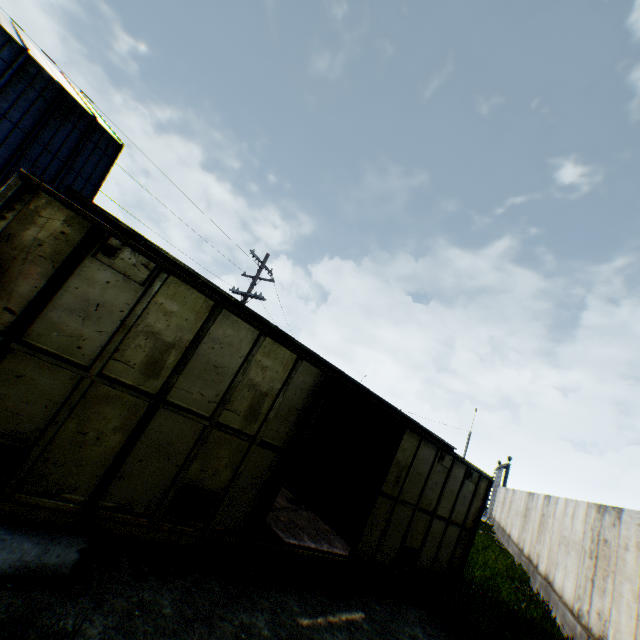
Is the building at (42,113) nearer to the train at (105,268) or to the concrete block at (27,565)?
the train at (105,268)

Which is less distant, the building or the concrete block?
the concrete block

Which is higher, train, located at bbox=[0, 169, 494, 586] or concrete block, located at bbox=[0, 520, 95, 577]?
train, located at bbox=[0, 169, 494, 586]

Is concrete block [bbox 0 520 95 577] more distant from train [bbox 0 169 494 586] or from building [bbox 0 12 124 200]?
building [bbox 0 12 124 200]

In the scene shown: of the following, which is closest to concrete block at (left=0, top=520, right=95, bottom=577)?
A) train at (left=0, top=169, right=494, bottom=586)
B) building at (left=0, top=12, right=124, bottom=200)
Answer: train at (left=0, top=169, right=494, bottom=586)

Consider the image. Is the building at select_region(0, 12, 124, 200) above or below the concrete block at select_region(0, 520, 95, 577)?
above

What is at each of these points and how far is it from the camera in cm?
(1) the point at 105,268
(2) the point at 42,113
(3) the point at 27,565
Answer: (1) train, 396
(2) building, 1337
(3) concrete block, 377

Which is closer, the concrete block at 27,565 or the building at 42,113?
the concrete block at 27,565
